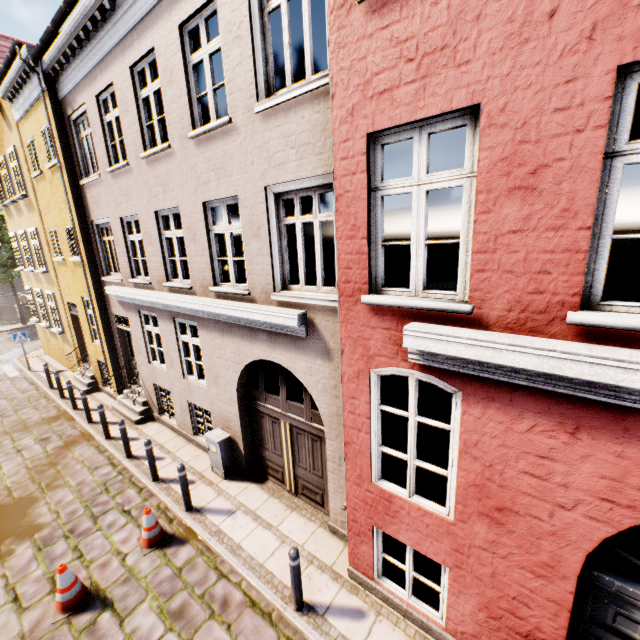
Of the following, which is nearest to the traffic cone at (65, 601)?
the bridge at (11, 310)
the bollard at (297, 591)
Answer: the bollard at (297, 591)

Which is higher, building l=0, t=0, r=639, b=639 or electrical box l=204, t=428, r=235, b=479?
building l=0, t=0, r=639, b=639

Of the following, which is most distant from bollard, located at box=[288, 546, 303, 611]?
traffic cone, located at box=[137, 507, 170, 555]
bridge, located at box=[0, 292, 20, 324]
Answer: bridge, located at box=[0, 292, 20, 324]

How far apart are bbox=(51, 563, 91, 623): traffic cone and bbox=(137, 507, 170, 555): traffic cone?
0.77m

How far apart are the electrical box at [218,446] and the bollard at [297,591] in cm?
327

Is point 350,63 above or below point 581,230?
above

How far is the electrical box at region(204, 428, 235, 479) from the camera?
7.5 meters

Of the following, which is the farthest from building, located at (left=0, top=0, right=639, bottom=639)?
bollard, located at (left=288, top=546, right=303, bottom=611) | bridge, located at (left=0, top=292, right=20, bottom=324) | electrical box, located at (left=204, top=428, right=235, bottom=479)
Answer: bridge, located at (left=0, top=292, right=20, bottom=324)
